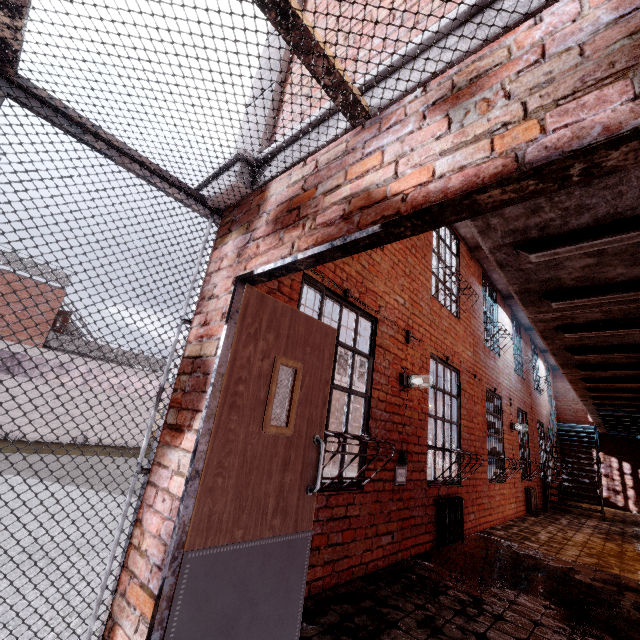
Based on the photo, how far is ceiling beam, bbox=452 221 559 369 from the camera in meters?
7.1

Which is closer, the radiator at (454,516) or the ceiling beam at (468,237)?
the radiator at (454,516)

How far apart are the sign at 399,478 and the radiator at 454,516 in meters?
0.9

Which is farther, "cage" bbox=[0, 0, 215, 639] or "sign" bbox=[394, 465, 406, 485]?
"sign" bbox=[394, 465, 406, 485]

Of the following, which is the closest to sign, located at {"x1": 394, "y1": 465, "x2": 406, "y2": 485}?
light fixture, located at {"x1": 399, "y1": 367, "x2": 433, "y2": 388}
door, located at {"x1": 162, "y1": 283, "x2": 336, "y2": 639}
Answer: light fixture, located at {"x1": 399, "y1": 367, "x2": 433, "y2": 388}

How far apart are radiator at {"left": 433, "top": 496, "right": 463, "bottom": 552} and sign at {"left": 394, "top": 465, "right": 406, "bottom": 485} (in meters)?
0.92

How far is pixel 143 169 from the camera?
2.3 meters

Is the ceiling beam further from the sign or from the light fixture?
the sign
